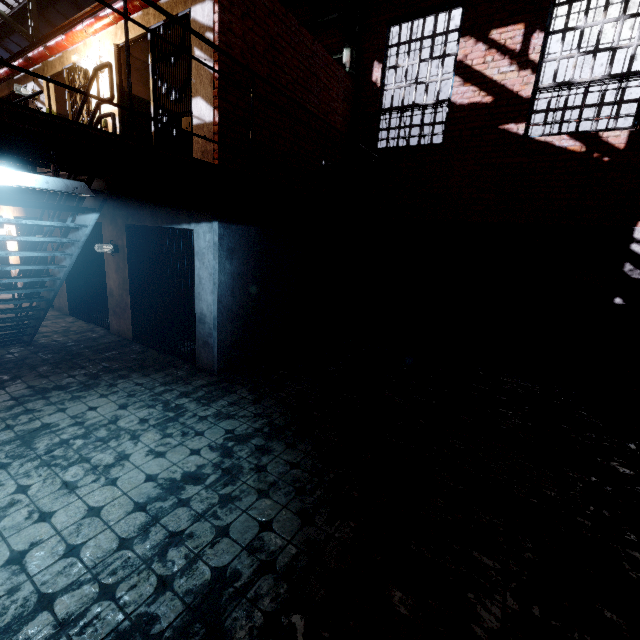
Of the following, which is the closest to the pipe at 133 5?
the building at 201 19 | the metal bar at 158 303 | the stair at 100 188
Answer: the building at 201 19

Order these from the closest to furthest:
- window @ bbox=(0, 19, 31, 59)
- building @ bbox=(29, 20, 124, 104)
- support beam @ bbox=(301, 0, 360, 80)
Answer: building @ bbox=(29, 20, 124, 104), support beam @ bbox=(301, 0, 360, 80), window @ bbox=(0, 19, 31, 59)

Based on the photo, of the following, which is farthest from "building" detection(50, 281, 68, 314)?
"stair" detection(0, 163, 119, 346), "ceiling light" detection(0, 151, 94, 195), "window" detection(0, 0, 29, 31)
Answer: "window" detection(0, 0, 29, 31)

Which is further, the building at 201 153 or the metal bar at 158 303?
the metal bar at 158 303

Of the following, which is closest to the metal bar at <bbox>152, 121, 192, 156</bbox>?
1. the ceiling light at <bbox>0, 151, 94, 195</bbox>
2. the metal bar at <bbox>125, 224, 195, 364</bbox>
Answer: the metal bar at <bbox>125, 224, 195, 364</bbox>

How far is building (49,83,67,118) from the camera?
7.3m

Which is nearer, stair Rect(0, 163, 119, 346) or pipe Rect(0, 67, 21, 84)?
stair Rect(0, 163, 119, 346)

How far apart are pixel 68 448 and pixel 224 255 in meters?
3.2 m
